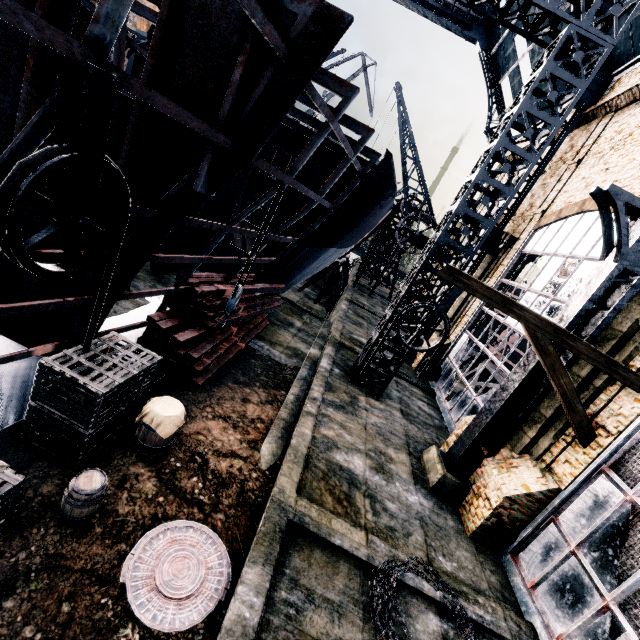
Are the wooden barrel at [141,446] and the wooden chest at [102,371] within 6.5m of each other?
yes

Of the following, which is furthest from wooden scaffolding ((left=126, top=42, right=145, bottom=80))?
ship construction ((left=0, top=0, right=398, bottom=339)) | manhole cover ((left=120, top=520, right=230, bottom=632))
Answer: manhole cover ((left=120, top=520, right=230, bottom=632))

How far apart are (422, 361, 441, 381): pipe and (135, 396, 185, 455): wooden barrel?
15.3m

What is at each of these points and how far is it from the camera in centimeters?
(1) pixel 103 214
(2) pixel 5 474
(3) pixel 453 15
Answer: (1) ship construction, 690cm
(2) wooden chest, 452cm
(3) building, 2666cm

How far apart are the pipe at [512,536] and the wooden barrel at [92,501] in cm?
969

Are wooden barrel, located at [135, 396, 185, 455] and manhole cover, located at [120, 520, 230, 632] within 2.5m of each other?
yes

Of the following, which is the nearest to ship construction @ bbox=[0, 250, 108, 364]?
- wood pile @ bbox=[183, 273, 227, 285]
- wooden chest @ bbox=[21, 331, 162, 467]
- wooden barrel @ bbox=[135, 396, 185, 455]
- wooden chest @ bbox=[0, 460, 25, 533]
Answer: wood pile @ bbox=[183, 273, 227, 285]

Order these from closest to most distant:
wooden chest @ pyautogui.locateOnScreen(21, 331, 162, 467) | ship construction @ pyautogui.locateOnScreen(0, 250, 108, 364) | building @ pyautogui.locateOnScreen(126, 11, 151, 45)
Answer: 1. wooden chest @ pyautogui.locateOnScreen(21, 331, 162, 467)
2. ship construction @ pyautogui.locateOnScreen(0, 250, 108, 364)
3. building @ pyautogui.locateOnScreen(126, 11, 151, 45)
